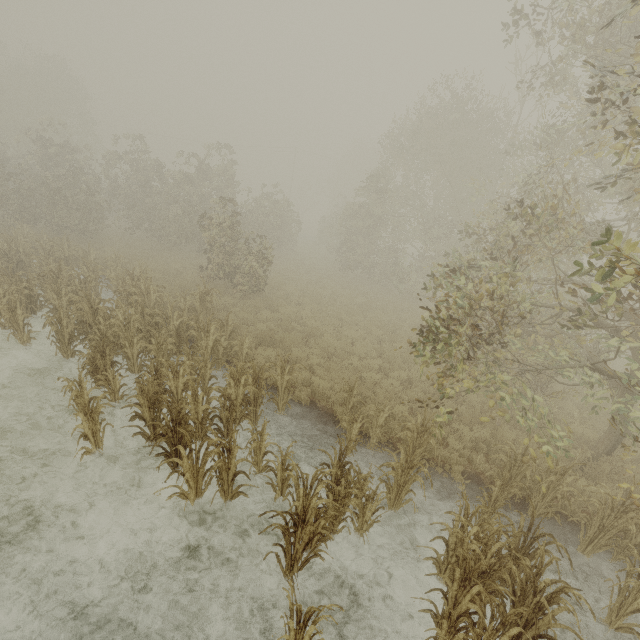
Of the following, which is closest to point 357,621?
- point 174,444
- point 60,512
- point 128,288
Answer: point 174,444
